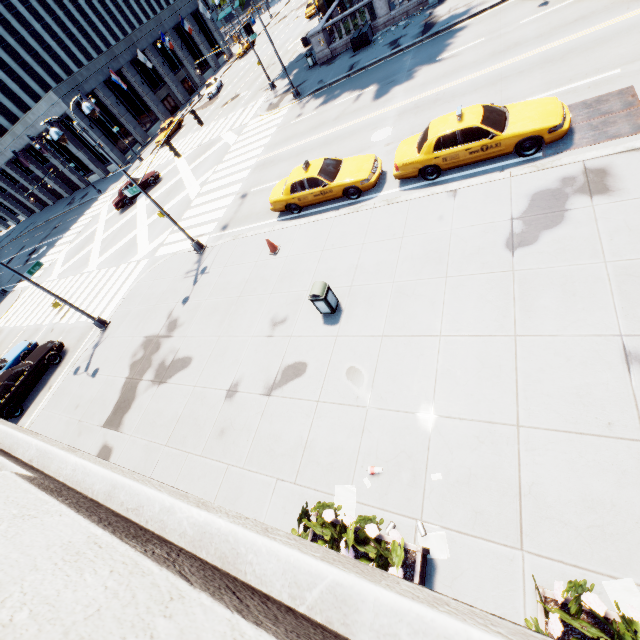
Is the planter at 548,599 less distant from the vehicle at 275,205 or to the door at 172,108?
the vehicle at 275,205

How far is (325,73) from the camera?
25.12m

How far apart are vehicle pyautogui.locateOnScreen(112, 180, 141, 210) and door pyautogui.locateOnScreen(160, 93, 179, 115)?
26.7 meters

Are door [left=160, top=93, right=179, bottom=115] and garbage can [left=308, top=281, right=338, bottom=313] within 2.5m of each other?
no

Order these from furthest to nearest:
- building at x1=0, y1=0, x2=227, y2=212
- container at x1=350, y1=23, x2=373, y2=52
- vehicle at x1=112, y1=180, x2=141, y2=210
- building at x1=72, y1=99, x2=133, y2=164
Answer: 1. building at x1=0, y1=0, x2=227, y2=212
2. building at x1=72, y1=99, x2=133, y2=164
3. vehicle at x1=112, y1=180, x2=141, y2=210
4. container at x1=350, y1=23, x2=373, y2=52

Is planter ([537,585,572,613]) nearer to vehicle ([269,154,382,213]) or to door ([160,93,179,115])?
vehicle ([269,154,382,213])

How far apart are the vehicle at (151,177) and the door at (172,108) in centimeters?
Answer: 2671cm

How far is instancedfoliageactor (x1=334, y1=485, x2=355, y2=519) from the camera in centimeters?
656cm
